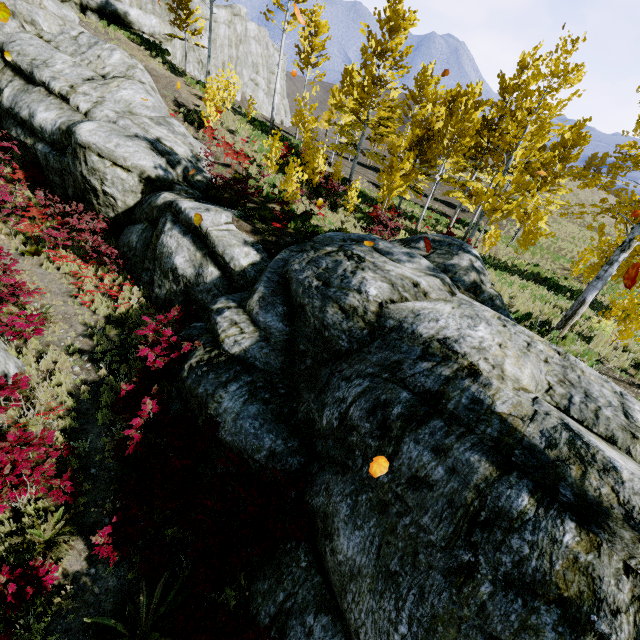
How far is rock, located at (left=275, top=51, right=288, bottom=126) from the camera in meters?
48.2 m

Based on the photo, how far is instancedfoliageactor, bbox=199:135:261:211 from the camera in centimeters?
1234cm

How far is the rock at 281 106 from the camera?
48.19m

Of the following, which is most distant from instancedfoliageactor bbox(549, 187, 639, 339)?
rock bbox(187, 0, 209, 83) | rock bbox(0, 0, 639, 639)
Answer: rock bbox(187, 0, 209, 83)

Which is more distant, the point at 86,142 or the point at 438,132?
the point at 438,132

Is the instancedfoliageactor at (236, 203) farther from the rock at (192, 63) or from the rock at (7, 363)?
the rock at (192, 63)

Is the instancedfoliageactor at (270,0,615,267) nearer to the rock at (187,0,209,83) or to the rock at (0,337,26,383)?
the rock at (0,337,26,383)

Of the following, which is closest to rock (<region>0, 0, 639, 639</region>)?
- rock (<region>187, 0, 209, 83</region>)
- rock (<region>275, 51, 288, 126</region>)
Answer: rock (<region>187, 0, 209, 83</region>)
